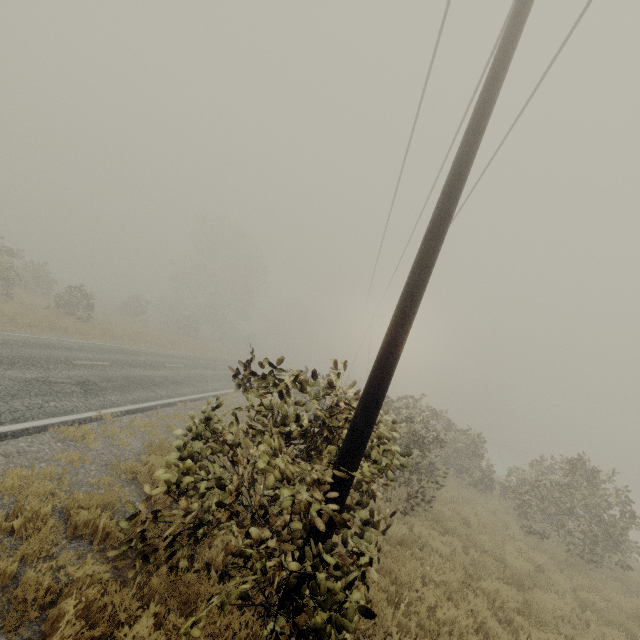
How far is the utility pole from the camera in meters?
3.5 m

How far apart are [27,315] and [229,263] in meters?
35.0 m

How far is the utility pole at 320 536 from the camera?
3.5 meters
